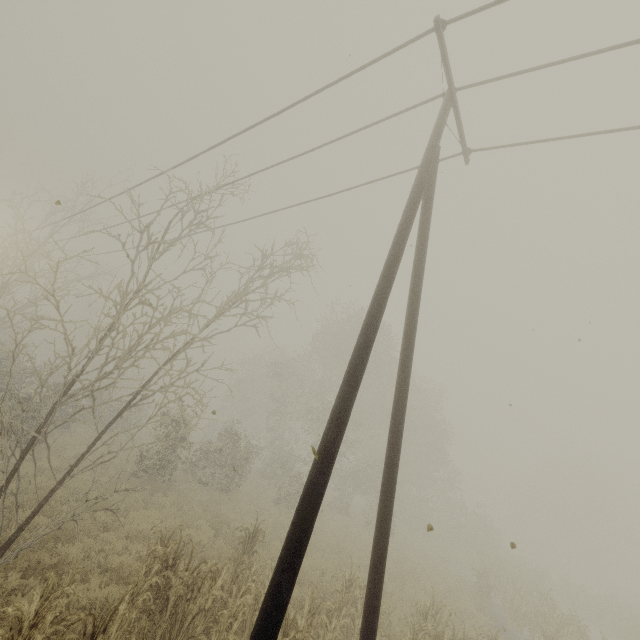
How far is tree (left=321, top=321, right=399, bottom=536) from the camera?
25.52m

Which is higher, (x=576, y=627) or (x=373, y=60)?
(x=373, y=60)

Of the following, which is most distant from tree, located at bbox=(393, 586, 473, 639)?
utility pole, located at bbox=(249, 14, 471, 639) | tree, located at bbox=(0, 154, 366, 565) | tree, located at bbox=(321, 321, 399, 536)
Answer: tree, located at bbox=(321, 321, 399, 536)

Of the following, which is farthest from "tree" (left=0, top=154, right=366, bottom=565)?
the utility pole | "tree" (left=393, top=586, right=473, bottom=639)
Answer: "tree" (left=393, top=586, right=473, bottom=639)

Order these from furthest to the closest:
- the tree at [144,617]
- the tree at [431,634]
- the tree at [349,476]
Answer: the tree at [349,476]
the tree at [431,634]
the tree at [144,617]

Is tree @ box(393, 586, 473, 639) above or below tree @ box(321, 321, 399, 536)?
below

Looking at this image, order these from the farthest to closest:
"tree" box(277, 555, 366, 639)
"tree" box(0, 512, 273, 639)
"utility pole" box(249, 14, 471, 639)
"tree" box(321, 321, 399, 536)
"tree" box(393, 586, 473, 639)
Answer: "tree" box(321, 321, 399, 536)
"tree" box(393, 586, 473, 639)
"tree" box(277, 555, 366, 639)
"tree" box(0, 512, 273, 639)
"utility pole" box(249, 14, 471, 639)

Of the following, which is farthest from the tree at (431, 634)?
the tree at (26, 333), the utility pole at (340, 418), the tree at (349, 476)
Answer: the tree at (349, 476)
